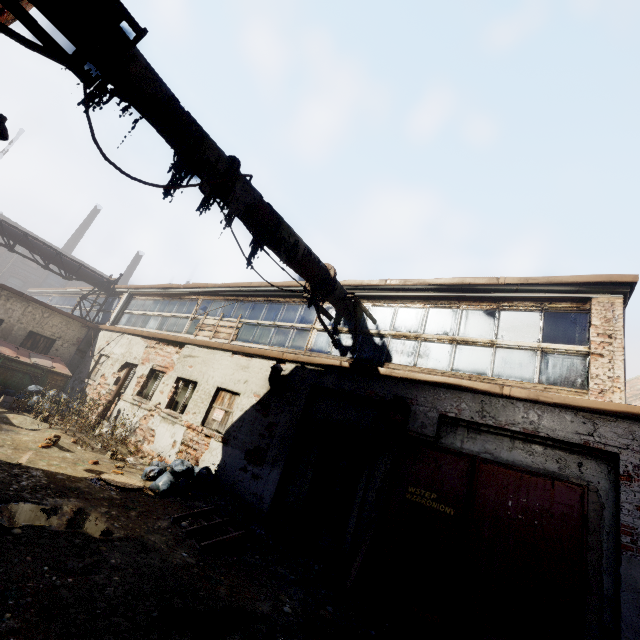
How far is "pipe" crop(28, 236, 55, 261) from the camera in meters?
15.1

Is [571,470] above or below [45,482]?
above

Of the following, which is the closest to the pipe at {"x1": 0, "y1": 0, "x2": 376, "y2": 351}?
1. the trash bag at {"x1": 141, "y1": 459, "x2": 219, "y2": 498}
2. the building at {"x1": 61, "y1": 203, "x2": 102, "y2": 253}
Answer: the trash bag at {"x1": 141, "y1": 459, "x2": 219, "y2": 498}

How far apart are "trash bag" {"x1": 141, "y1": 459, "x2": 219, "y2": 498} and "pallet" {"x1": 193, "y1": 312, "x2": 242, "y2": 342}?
3.7m

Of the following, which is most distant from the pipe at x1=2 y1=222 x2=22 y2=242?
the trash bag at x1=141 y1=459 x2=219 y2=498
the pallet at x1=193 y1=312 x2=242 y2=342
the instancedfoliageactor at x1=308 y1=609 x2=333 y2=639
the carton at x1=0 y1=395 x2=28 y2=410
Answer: the carton at x1=0 y1=395 x2=28 y2=410

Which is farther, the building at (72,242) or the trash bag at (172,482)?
the building at (72,242)

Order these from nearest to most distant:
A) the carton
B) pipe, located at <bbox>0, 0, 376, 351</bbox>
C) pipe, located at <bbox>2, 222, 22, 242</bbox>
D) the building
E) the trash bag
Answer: pipe, located at <bbox>0, 0, 376, 351</bbox>, the trash bag, the carton, pipe, located at <bbox>2, 222, 22, 242</bbox>, the building

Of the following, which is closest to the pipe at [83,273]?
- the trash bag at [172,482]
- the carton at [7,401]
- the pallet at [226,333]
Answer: the pallet at [226,333]
